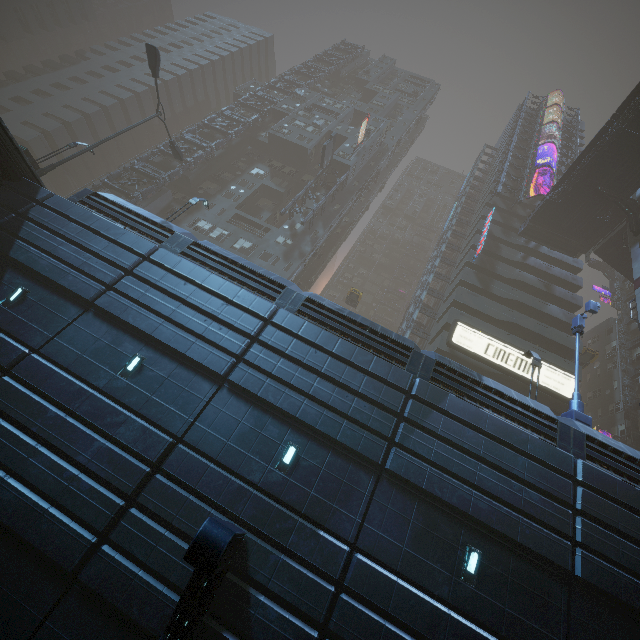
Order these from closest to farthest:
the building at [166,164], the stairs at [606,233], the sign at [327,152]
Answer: the stairs at [606,233] → the sign at [327,152] → the building at [166,164]

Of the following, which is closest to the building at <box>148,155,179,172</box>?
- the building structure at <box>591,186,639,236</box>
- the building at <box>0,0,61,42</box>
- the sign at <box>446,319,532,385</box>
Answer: the sign at <box>446,319,532,385</box>

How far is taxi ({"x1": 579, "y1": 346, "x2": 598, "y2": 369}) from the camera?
32.88m

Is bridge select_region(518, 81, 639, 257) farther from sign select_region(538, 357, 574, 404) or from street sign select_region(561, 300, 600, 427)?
street sign select_region(561, 300, 600, 427)

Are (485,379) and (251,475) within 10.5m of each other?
yes

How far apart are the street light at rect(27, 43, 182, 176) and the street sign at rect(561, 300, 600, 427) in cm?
3137

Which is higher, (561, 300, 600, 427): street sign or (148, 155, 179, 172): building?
(148, 155, 179, 172): building

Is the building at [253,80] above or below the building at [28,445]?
above
